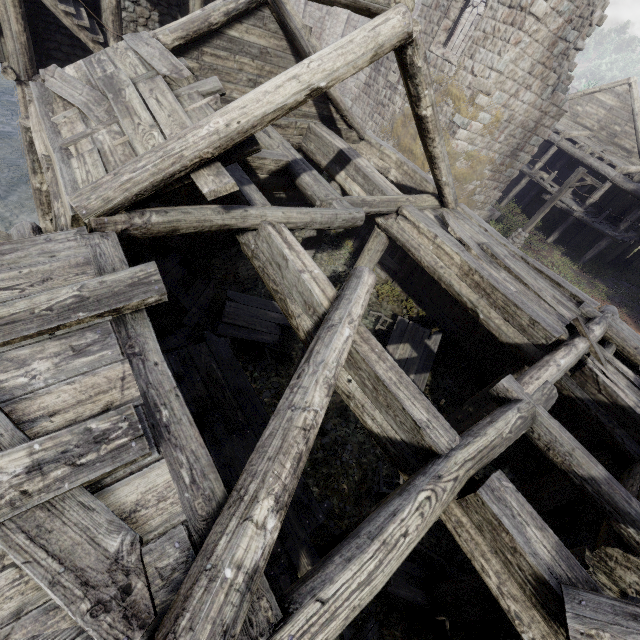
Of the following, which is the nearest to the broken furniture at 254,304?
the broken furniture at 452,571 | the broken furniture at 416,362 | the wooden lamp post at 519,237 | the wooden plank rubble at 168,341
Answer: the wooden plank rubble at 168,341

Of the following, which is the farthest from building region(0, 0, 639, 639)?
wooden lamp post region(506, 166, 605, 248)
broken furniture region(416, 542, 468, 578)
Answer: wooden lamp post region(506, 166, 605, 248)

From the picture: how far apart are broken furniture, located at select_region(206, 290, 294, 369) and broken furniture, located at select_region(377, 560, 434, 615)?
5.5m

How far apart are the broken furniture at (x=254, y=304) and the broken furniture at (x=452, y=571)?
5.5 meters

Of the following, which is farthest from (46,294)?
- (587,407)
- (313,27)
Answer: (313,27)

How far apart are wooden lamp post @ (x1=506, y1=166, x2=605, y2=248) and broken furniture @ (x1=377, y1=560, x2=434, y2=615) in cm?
1600

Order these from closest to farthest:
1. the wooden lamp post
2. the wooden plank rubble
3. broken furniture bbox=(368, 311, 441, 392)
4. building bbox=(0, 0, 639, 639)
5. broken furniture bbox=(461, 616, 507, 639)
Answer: building bbox=(0, 0, 639, 639) → broken furniture bbox=(461, 616, 507, 639) → the wooden plank rubble → broken furniture bbox=(368, 311, 441, 392) → the wooden lamp post
